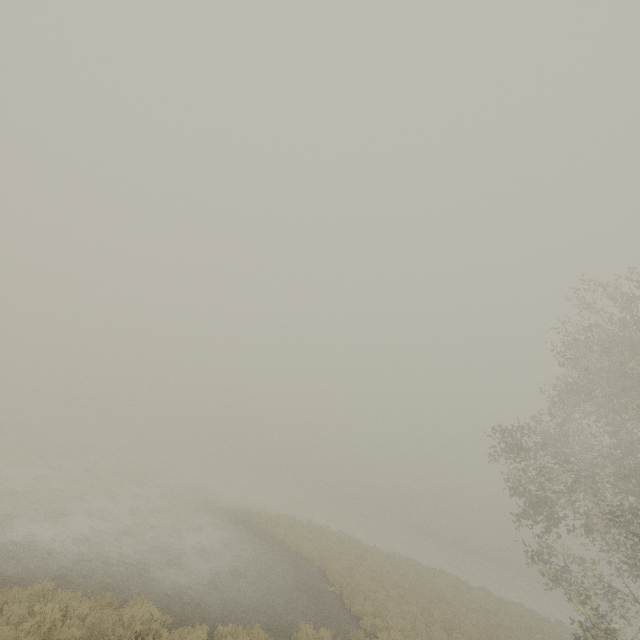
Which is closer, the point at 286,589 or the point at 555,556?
the point at 286,589
